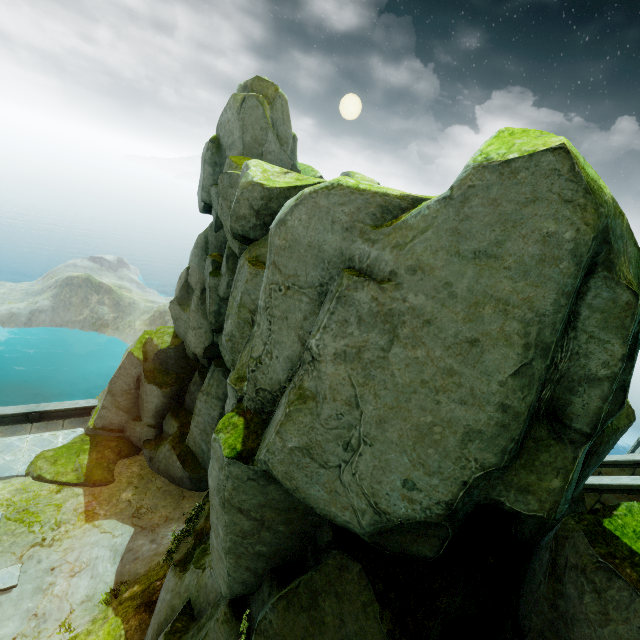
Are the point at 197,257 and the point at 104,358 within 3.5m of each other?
no
